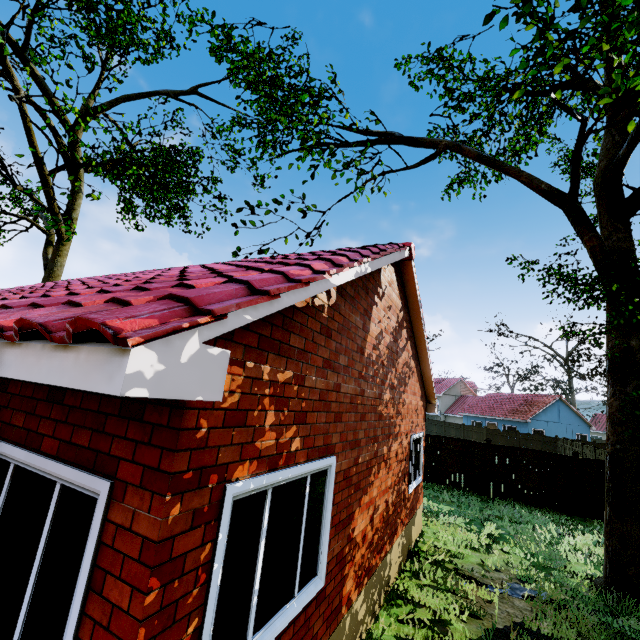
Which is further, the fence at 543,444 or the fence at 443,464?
the fence at 443,464

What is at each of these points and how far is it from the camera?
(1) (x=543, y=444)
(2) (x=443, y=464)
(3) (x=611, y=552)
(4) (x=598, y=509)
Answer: (1) fence, 32.8 meters
(2) fence, 15.8 meters
(3) tree, 7.3 meters
(4) fence, 13.0 meters

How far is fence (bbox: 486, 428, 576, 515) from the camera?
13.7 meters

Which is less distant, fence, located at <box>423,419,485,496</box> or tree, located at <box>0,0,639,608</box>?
tree, located at <box>0,0,639,608</box>

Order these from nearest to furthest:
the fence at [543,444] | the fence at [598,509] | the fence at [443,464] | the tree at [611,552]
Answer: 1. the tree at [611,552]
2. the fence at [598,509]
3. the fence at [543,444]
4. the fence at [443,464]

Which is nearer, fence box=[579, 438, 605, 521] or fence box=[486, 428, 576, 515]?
fence box=[579, 438, 605, 521]
